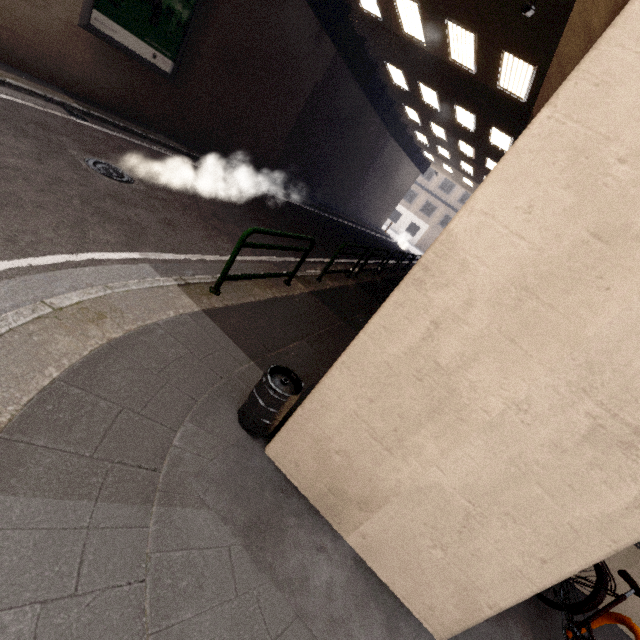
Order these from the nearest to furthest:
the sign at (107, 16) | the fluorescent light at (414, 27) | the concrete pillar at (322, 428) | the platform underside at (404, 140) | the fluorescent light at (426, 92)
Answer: the concrete pillar at (322, 428), the sign at (107, 16), the fluorescent light at (414, 27), the platform underside at (404, 140), the fluorescent light at (426, 92)

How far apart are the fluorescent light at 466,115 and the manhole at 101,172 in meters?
13.4

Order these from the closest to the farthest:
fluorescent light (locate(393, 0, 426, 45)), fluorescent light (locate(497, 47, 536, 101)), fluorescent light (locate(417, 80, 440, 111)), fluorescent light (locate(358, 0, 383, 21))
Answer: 1. fluorescent light (locate(497, 47, 536, 101))
2. fluorescent light (locate(393, 0, 426, 45))
3. fluorescent light (locate(358, 0, 383, 21))
4. fluorescent light (locate(417, 80, 440, 111))

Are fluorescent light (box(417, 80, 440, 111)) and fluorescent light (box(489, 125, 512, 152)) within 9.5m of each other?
yes

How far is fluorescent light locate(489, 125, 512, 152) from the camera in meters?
13.1

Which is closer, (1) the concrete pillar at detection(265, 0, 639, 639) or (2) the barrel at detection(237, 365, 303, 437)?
(1) the concrete pillar at detection(265, 0, 639, 639)

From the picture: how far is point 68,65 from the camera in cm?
767

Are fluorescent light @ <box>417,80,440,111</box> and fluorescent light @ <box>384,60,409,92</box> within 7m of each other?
yes
